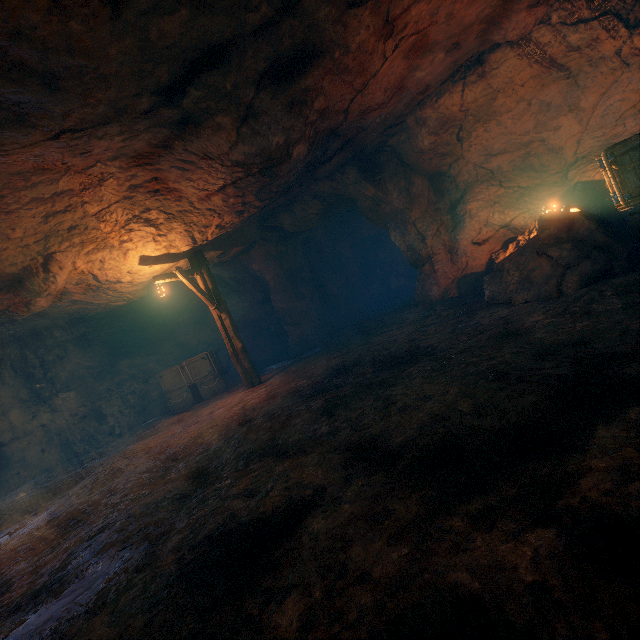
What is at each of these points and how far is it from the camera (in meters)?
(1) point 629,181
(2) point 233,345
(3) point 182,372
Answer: (1) wooden box, 4.98
(2) lantern, 10.16
(3) wooden box, 12.46

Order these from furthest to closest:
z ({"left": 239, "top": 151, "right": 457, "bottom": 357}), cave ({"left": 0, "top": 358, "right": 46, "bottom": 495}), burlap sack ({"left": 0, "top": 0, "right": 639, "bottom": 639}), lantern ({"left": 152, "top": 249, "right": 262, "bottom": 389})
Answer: cave ({"left": 0, "top": 358, "right": 46, "bottom": 495})
z ({"left": 239, "top": 151, "right": 457, "bottom": 357})
lantern ({"left": 152, "top": 249, "right": 262, "bottom": 389})
burlap sack ({"left": 0, "top": 0, "right": 639, "bottom": 639})

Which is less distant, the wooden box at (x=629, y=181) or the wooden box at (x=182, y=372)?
the wooden box at (x=629, y=181)

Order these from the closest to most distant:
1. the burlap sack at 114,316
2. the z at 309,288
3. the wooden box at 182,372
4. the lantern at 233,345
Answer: the burlap sack at 114,316 < the lantern at 233,345 < the z at 309,288 < the wooden box at 182,372

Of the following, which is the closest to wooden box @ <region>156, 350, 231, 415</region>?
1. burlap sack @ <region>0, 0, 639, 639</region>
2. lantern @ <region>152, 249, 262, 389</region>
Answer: burlap sack @ <region>0, 0, 639, 639</region>

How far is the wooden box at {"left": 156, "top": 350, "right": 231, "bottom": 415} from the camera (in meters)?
12.38

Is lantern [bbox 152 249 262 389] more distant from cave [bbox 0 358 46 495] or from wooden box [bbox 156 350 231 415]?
cave [bbox 0 358 46 495]

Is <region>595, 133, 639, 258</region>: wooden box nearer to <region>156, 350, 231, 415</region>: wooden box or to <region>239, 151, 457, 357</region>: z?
<region>239, 151, 457, 357</region>: z
